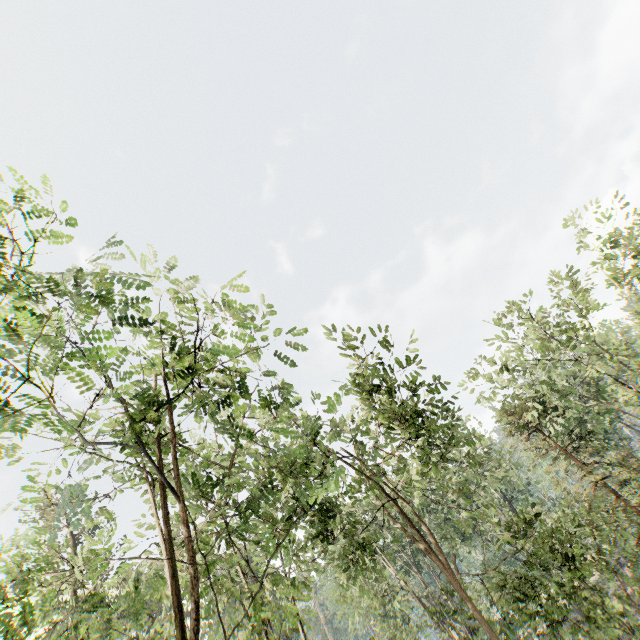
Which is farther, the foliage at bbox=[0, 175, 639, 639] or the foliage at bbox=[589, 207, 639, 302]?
the foliage at bbox=[589, 207, 639, 302]

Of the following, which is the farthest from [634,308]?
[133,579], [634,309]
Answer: [133,579]

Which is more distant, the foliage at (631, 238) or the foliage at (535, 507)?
the foliage at (631, 238)
